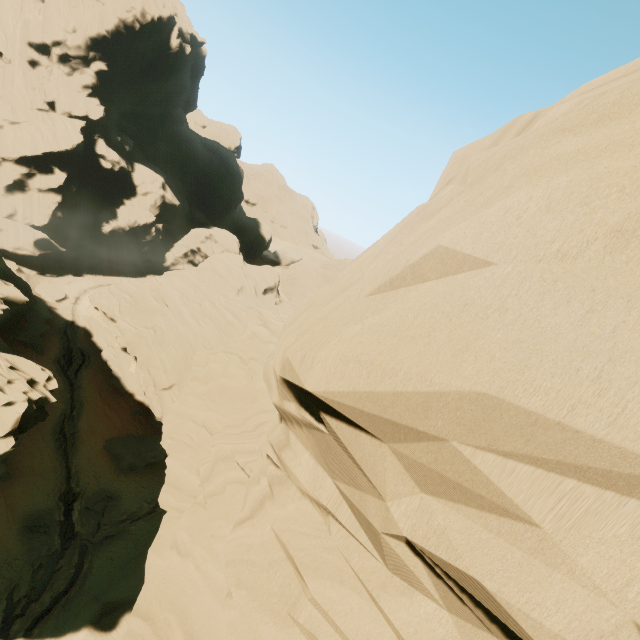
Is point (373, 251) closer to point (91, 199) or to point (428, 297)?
point (428, 297)

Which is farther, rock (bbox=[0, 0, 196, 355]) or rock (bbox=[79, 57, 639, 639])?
rock (bbox=[0, 0, 196, 355])

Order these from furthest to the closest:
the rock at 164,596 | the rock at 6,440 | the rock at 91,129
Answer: the rock at 91,129, the rock at 6,440, the rock at 164,596

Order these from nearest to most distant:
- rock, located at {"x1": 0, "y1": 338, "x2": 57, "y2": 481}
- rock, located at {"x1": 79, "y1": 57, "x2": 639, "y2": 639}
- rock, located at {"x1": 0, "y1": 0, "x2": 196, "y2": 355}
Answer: rock, located at {"x1": 79, "y1": 57, "x2": 639, "y2": 639} < rock, located at {"x1": 0, "y1": 338, "x2": 57, "y2": 481} < rock, located at {"x1": 0, "y1": 0, "x2": 196, "y2": 355}

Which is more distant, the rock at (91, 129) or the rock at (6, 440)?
the rock at (91, 129)
